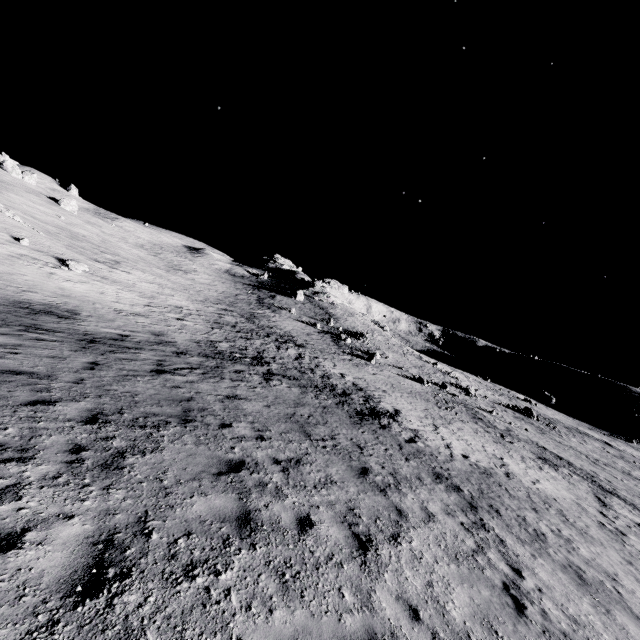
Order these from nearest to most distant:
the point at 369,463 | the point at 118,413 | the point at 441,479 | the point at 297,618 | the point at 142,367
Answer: the point at 297,618, the point at 118,413, the point at 369,463, the point at 441,479, the point at 142,367
